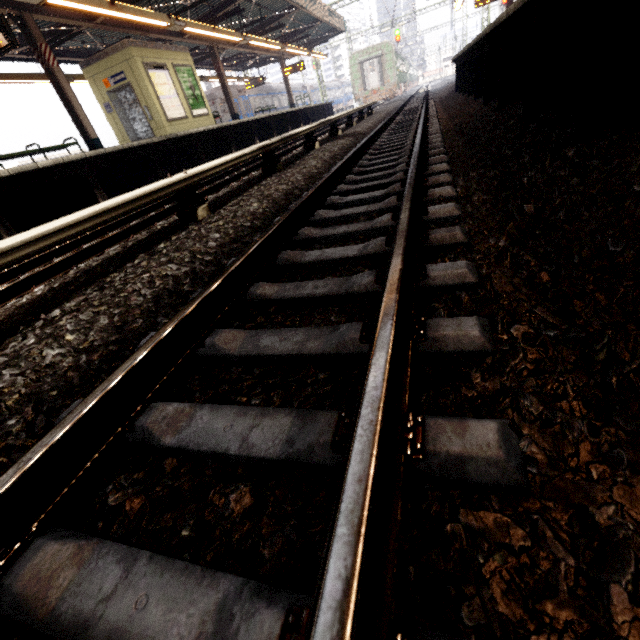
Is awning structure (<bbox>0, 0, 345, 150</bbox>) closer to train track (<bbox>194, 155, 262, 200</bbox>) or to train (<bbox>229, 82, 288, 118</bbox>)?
train (<bbox>229, 82, 288, 118</bbox>)

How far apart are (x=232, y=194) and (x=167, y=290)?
3.15m

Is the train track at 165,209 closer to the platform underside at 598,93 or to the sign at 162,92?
the sign at 162,92

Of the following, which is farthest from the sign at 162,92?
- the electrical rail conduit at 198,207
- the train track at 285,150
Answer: the electrical rail conduit at 198,207

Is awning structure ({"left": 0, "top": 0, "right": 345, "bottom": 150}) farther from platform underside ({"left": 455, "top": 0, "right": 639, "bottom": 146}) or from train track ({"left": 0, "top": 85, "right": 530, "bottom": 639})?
platform underside ({"left": 455, "top": 0, "right": 639, "bottom": 146})

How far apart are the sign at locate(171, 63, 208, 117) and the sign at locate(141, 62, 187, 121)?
0.30m

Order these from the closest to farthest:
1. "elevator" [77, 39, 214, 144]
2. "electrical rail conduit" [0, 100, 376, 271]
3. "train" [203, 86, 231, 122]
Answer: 1. "electrical rail conduit" [0, 100, 376, 271]
2. "elevator" [77, 39, 214, 144]
3. "train" [203, 86, 231, 122]

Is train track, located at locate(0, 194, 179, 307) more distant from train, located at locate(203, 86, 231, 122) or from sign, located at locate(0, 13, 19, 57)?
train, located at locate(203, 86, 231, 122)
